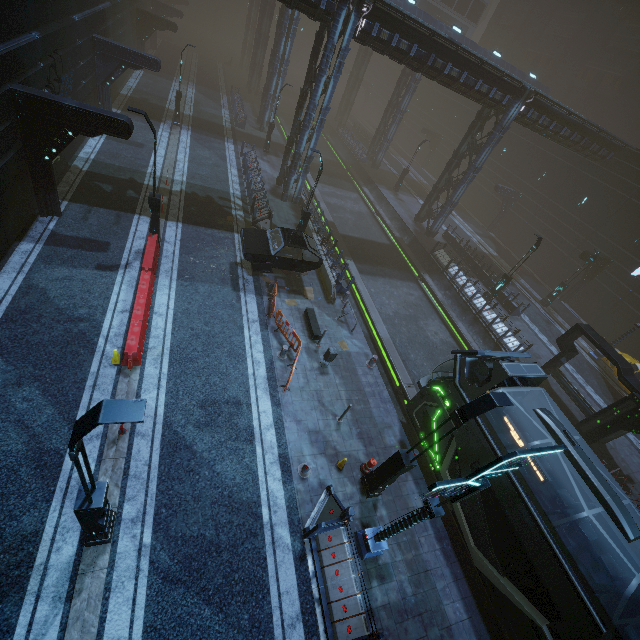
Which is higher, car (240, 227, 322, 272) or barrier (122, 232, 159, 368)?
car (240, 227, 322, 272)

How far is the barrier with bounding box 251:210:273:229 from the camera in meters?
19.4 m

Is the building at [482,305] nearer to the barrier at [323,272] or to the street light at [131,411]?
the barrier at [323,272]

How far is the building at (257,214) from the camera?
20.1 meters

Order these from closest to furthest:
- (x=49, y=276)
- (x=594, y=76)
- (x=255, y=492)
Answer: (x=255, y=492), (x=49, y=276), (x=594, y=76)

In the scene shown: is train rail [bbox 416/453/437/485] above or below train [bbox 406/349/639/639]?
below

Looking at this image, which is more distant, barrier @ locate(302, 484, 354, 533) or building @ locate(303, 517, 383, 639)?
barrier @ locate(302, 484, 354, 533)

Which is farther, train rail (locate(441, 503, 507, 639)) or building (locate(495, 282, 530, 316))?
building (locate(495, 282, 530, 316))
